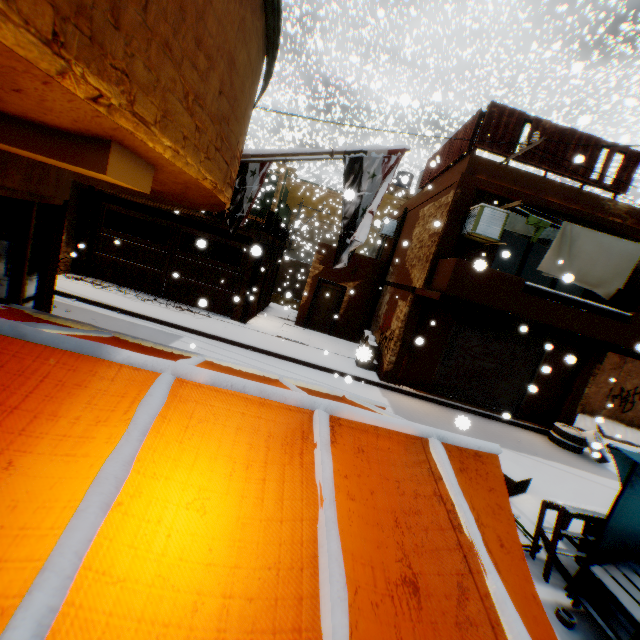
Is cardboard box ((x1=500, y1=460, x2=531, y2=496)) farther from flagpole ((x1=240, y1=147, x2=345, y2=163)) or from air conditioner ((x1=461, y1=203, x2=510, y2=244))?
flagpole ((x1=240, y1=147, x2=345, y2=163))

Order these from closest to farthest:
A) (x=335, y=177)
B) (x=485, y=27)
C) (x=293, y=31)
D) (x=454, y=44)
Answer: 1. (x=454, y=44)
2. (x=293, y=31)
3. (x=485, y=27)
4. (x=335, y=177)

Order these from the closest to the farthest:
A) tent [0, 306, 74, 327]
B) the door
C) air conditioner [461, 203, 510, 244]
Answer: tent [0, 306, 74, 327], air conditioner [461, 203, 510, 244], the door

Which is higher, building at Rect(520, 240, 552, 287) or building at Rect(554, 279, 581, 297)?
building at Rect(520, 240, 552, 287)

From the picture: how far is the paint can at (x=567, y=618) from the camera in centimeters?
390cm

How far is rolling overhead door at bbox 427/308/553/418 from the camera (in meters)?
10.77

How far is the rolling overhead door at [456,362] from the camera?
10.77m

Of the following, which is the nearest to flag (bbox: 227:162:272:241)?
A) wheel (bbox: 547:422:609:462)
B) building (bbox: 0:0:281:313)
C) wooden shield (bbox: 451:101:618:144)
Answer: building (bbox: 0:0:281:313)
